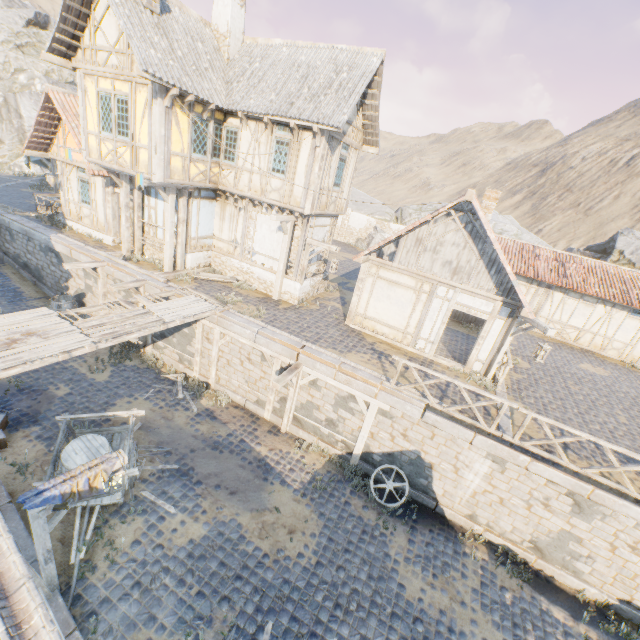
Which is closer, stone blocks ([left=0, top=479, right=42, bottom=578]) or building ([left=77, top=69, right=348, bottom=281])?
stone blocks ([left=0, top=479, right=42, bottom=578])

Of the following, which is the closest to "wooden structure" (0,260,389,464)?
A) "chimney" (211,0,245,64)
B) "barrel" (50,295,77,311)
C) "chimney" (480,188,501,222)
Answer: "barrel" (50,295,77,311)

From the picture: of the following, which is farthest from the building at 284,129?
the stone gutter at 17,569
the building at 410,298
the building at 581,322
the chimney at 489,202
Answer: the stone gutter at 17,569

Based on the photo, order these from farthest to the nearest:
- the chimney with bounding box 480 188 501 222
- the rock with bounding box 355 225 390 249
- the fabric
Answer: the rock with bounding box 355 225 390 249
the chimney with bounding box 480 188 501 222
the fabric

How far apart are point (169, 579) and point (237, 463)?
3.4m

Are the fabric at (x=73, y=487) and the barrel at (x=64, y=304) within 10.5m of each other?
no

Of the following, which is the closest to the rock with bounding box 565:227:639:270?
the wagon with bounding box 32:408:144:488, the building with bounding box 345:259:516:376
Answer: the building with bounding box 345:259:516:376

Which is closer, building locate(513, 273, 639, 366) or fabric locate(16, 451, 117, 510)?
fabric locate(16, 451, 117, 510)
